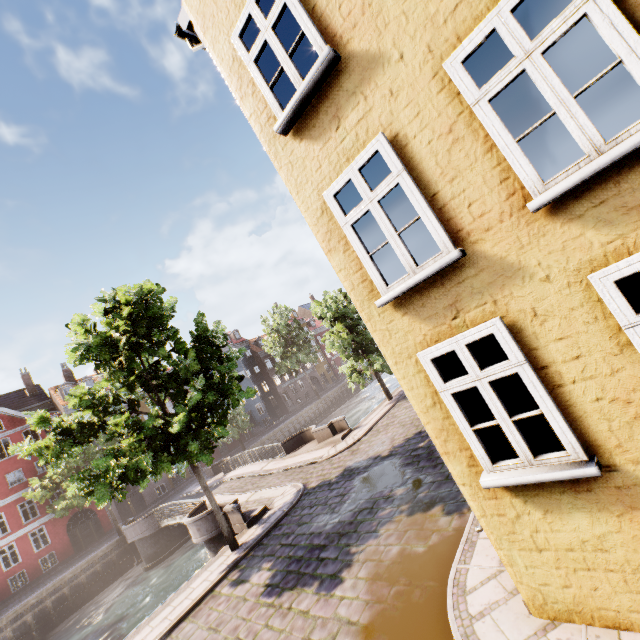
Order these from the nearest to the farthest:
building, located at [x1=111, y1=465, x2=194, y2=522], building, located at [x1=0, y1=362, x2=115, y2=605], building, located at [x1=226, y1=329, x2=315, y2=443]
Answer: building, located at [x1=0, y1=362, x2=115, y2=605] → building, located at [x1=111, y1=465, x2=194, y2=522] → building, located at [x1=226, y1=329, x2=315, y2=443]

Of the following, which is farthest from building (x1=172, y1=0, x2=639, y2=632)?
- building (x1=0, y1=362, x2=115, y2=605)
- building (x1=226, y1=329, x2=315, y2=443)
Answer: building (x1=226, y1=329, x2=315, y2=443)

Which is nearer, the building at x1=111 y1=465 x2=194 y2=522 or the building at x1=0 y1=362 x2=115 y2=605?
the building at x1=0 y1=362 x2=115 y2=605

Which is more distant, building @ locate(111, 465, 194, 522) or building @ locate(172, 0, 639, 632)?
building @ locate(111, 465, 194, 522)

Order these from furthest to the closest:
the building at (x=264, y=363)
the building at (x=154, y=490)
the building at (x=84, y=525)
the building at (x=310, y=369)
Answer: the building at (x=310, y=369) < the building at (x=264, y=363) < the building at (x=154, y=490) < the building at (x=84, y=525)

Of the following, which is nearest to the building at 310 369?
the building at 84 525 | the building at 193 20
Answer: the building at 84 525

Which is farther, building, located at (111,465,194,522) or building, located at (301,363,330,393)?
building, located at (301,363,330,393)

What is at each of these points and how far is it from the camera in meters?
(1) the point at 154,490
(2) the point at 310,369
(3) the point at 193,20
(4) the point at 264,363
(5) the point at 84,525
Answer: (1) building, 35.2
(2) building, 58.0
(3) building, 5.6
(4) building, 52.4
(5) building, 30.7
